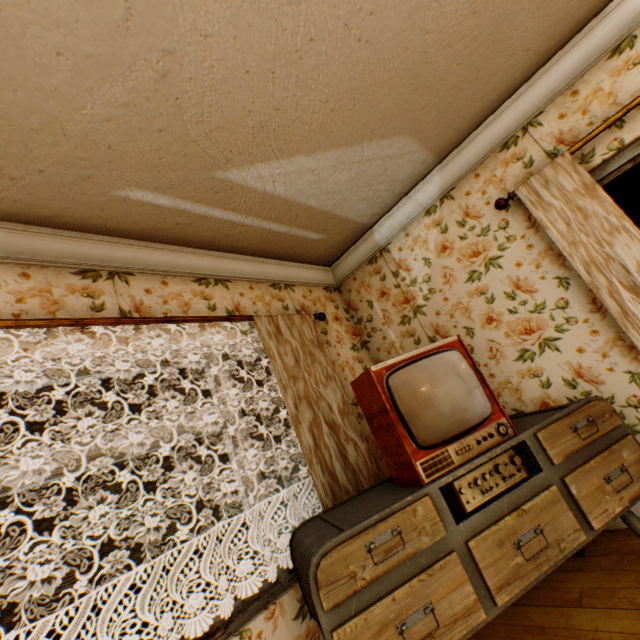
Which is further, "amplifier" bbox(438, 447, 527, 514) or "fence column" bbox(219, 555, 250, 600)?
"fence column" bbox(219, 555, 250, 600)

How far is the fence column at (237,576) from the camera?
13.6m

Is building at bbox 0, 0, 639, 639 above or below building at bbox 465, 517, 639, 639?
above

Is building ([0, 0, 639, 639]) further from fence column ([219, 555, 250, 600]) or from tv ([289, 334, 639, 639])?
fence column ([219, 555, 250, 600])

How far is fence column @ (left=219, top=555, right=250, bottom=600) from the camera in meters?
13.6 m

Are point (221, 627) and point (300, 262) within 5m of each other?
yes

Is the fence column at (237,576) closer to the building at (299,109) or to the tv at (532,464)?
the building at (299,109)

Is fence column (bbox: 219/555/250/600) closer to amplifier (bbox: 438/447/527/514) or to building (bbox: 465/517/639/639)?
building (bbox: 465/517/639/639)
